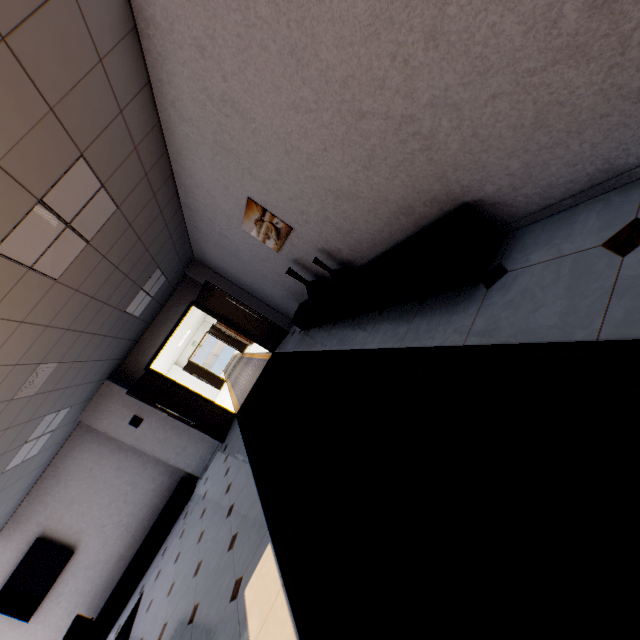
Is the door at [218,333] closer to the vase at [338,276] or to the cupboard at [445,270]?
the cupboard at [445,270]

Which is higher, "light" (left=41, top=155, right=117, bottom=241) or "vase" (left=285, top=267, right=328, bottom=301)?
"light" (left=41, top=155, right=117, bottom=241)

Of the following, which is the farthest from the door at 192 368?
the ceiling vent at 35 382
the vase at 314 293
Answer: the vase at 314 293

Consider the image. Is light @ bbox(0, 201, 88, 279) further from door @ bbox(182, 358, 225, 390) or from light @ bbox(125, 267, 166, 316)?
door @ bbox(182, 358, 225, 390)

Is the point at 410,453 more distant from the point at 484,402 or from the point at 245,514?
the point at 245,514

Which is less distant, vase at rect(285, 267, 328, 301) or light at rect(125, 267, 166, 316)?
vase at rect(285, 267, 328, 301)

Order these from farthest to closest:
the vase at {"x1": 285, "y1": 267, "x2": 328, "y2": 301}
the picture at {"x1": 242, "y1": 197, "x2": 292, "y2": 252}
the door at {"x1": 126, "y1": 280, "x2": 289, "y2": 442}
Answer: the door at {"x1": 126, "y1": 280, "x2": 289, "y2": 442}
the vase at {"x1": 285, "y1": 267, "x2": 328, "y2": 301}
the picture at {"x1": 242, "y1": 197, "x2": 292, "y2": 252}

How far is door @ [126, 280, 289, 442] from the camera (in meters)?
7.42
